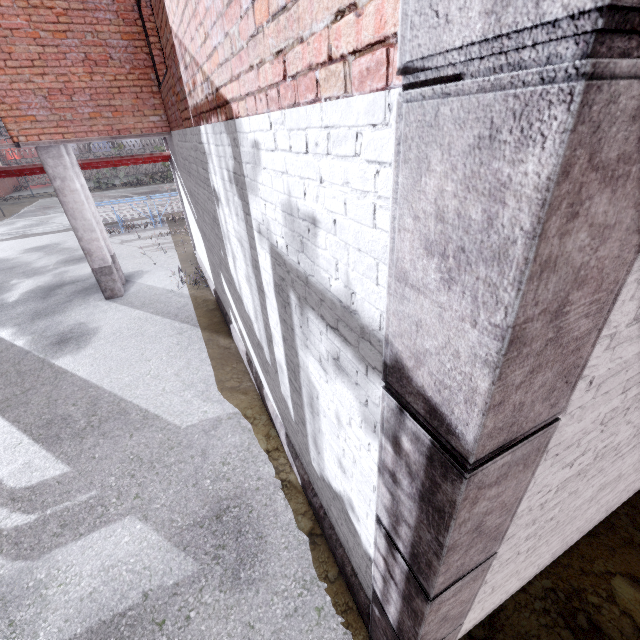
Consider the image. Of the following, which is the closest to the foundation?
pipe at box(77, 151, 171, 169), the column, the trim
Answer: the trim

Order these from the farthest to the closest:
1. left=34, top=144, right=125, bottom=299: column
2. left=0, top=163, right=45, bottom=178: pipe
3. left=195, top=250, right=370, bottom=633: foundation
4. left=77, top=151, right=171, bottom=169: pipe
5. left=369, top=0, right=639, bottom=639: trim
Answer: left=77, top=151, right=171, bottom=169: pipe
left=0, top=163, right=45, bottom=178: pipe
left=34, top=144, right=125, bottom=299: column
left=195, top=250, right=370, bottom=633: foundation
left=369, top=0, right=639, bottom=639: trim

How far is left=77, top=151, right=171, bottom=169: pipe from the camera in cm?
918

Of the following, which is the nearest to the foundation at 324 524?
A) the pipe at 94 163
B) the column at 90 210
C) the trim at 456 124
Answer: the trim at 456 124

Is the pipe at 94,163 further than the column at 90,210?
Yes

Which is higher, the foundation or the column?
the column

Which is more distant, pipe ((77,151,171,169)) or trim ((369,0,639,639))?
pipe ((77,151,171,169))

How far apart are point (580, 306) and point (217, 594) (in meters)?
4.13
